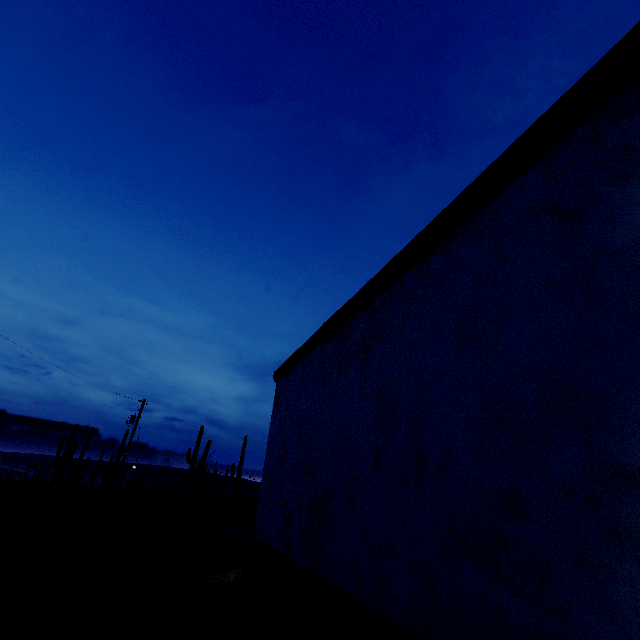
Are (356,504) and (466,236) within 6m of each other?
yes
